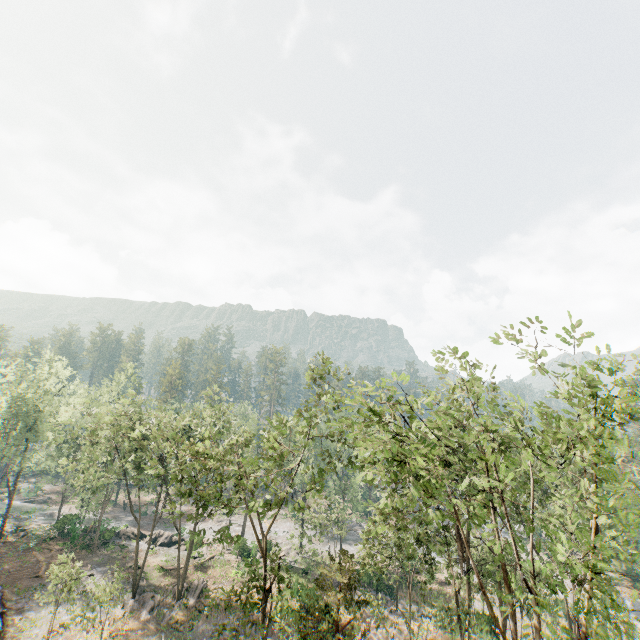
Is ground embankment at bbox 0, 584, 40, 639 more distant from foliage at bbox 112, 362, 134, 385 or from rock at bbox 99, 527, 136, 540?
rock at bbox 99, 527, 136, 540

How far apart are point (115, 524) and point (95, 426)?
34.4 meters

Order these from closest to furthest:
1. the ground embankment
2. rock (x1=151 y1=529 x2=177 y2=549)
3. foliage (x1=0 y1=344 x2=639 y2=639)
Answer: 1. foliage (x1=0 y1=344 x2=639 y2=639)
2. the ground embankment
3. rock (x1=151 y1=529 x2=177 y2=549)

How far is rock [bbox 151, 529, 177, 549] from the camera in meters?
43.1 m

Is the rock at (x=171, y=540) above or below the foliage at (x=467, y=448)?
below

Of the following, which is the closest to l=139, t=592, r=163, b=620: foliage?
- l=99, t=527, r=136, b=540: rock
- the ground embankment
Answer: l=99, t=527, r=136, b=540: rock

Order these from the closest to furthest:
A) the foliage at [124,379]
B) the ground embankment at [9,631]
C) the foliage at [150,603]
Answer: the ground embankment at [9,631]
the foliage at [150,603]
the foliage at [124,379]

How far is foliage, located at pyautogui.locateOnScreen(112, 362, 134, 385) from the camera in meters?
41.3 m
